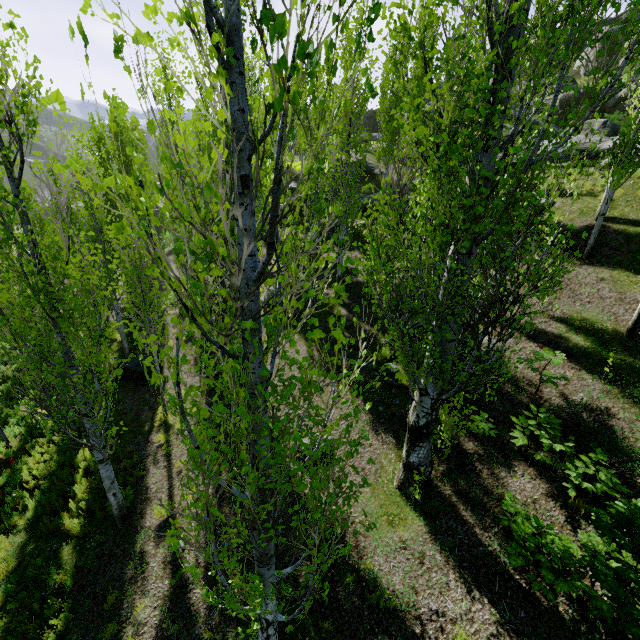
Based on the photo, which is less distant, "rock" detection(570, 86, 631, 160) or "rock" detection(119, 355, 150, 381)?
"rock" detection(119, 355, 150, 381)

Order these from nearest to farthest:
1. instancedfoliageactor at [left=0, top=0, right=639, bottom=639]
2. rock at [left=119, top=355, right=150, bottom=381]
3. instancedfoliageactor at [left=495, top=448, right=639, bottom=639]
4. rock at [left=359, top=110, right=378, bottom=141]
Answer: instancedfoliageactor at [left=0, top=0, right=639, bottom=639], instancedfoliageactor at [left=495, top=448, right=639, bottom=639], rock at [left=119, top=355, right=150, bottom=381], rock at [left=359, top=110, right=378, bottom=141]

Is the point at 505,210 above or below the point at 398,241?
above

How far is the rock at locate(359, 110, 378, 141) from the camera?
45.9 meters

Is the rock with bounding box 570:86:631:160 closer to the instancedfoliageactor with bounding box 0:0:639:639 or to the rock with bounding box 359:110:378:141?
the instancedfoliageactor with bounding box 0:0:639:639

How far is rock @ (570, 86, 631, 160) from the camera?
16.92m

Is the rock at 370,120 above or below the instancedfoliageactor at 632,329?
above

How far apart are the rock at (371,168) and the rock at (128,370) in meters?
21.5 m
